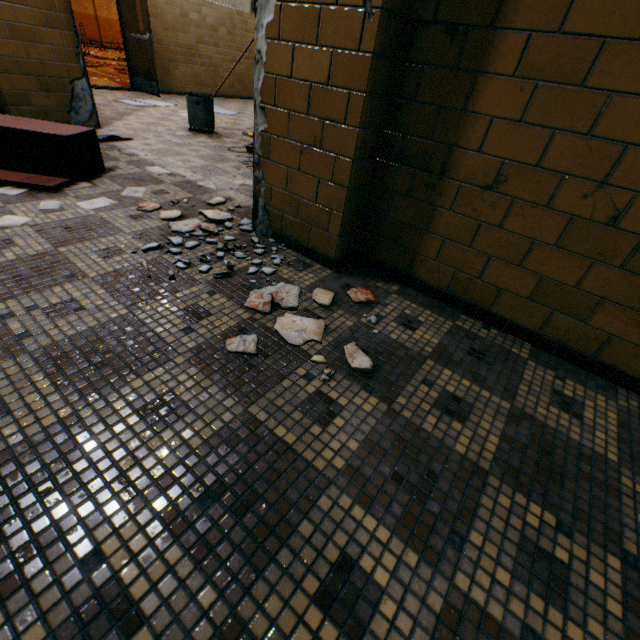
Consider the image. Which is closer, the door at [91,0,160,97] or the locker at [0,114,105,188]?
the locker at [0,114,105,188]

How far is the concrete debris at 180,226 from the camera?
→ 2.2m

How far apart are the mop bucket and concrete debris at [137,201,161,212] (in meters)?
3.17

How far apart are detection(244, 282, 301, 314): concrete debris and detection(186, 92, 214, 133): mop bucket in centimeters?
443cm

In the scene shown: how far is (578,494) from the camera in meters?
1.1 m

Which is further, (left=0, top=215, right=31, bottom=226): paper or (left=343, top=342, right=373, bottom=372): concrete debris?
(left=0, top=215, right=31, bottom=226): paper

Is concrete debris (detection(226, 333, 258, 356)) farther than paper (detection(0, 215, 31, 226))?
No

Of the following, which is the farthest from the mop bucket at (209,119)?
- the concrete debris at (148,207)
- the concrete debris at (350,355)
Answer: the concrete debris at (350,355)
